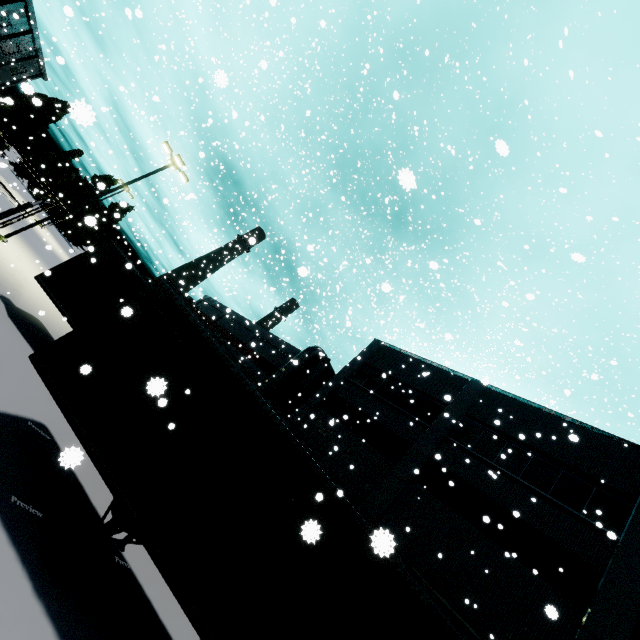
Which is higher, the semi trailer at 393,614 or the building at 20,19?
the building at 20,19

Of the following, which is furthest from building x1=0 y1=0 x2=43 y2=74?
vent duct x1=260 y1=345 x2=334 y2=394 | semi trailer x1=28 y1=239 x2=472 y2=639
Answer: semi trailer x1=28 y1=239 x2=472 y2=639

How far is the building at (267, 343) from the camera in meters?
27.8 m

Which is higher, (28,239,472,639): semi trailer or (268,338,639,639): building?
(268,338,639,639): building

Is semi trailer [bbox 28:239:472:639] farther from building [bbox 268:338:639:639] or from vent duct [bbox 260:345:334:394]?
building [bbox 268:338:639:639]

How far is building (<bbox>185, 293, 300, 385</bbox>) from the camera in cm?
2780

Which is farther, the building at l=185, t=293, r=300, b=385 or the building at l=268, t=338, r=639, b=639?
the building at l=185, t=293, r=300, b=385

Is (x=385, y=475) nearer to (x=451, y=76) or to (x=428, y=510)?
(x=428, y=510)
